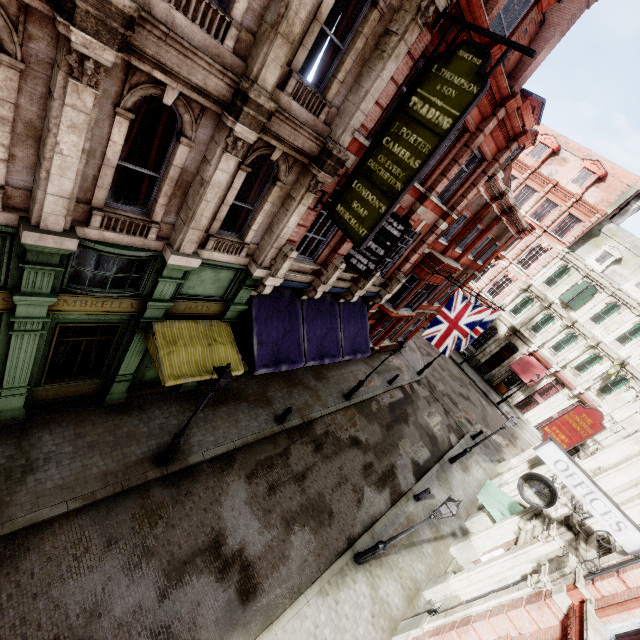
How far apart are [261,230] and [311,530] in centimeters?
1039cm

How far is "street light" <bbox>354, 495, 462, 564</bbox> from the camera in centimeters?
929cm

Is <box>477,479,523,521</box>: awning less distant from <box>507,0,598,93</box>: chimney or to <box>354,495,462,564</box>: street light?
<box>354,495,462,564</box>: street light

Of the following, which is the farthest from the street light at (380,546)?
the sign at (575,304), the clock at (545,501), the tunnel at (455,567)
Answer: the sign at (575,304)

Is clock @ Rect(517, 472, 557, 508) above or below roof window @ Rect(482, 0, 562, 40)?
below

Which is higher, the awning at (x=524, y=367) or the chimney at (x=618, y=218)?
the chimney at (x=618, y=218)

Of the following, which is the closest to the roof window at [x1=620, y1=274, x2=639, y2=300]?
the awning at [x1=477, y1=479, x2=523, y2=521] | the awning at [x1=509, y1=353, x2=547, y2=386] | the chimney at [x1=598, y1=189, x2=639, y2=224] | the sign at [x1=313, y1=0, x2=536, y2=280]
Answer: the chimney at [x1=598, y1=189, x2=639, y2=224]

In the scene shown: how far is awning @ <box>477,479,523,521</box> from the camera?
13.6 meters
